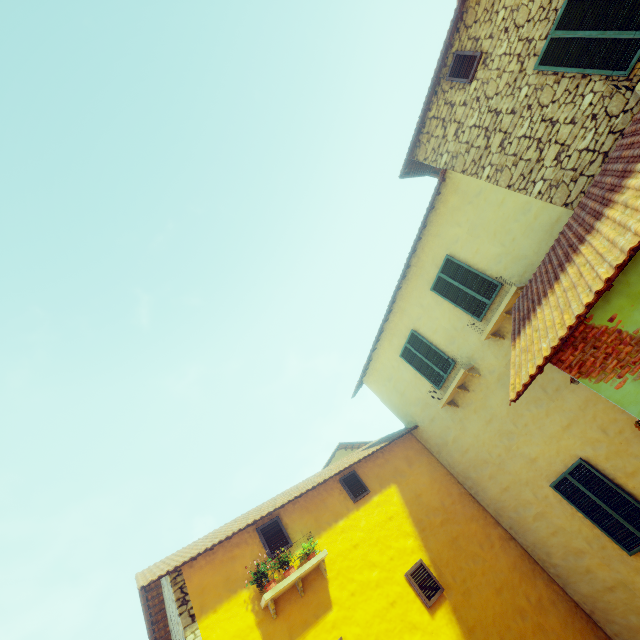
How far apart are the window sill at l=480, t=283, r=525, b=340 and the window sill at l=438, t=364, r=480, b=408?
1.0 meters

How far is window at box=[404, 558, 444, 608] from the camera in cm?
700

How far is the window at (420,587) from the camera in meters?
7.0

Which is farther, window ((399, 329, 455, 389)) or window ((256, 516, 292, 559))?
window ((399, 329, 455, 389))

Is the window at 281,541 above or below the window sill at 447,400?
below

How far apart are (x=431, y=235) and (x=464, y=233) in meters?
1.0 m

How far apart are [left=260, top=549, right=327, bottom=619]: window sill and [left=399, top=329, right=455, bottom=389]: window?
5.2 meters

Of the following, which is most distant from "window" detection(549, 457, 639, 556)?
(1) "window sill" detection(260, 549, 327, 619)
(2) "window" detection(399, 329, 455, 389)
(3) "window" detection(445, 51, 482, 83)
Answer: (3) "window" detection(445, 51, 482, 83)
